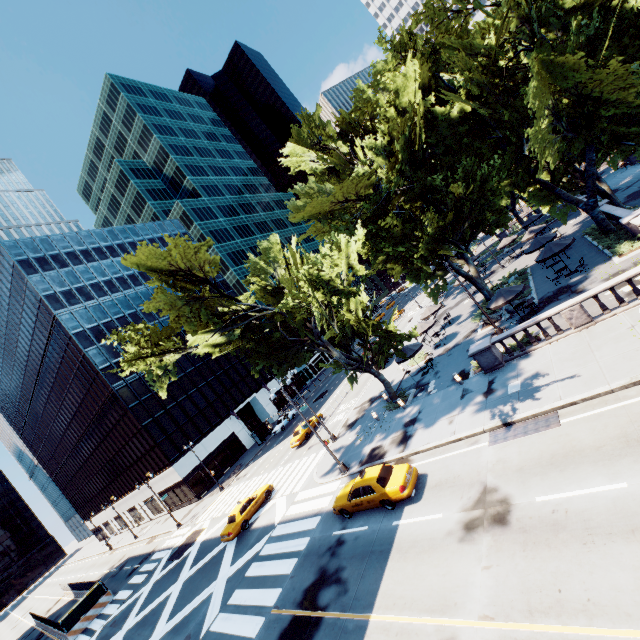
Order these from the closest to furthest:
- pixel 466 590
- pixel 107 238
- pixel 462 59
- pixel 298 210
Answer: pixel 466 590 < pixel 462 59 < pixel 298 210 < pixel 107 238

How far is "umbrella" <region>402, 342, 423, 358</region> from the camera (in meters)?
26.41

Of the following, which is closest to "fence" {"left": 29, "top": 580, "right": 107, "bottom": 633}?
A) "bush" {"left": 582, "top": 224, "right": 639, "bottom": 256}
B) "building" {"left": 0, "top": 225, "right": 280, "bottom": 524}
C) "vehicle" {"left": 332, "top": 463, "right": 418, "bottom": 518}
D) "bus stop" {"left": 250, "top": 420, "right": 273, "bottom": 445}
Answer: "building" {"left": 0, "top": 225, "right": 280, "bottom": 524}

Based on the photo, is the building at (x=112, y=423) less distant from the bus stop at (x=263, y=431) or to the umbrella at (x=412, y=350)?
the bus stop at (x=263, y=431)

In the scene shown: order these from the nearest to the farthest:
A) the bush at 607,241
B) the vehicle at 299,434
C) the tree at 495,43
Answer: the tree at 495,43 → the bush at 607,241 → the vehicle at 299,434

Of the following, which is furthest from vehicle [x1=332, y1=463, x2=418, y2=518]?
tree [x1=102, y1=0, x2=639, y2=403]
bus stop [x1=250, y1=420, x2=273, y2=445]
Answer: bus stop [x1=250, y1=420, x2=273, y2=445]

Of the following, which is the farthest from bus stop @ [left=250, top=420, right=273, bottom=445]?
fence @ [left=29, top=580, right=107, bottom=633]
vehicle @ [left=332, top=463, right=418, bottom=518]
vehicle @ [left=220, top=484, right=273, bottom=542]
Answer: fence @ [left=29, top=580, right=107, bottom=633]

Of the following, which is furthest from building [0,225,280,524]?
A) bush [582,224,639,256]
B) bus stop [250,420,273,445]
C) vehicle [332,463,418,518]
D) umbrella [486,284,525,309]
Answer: bush [582,224,639,256]
